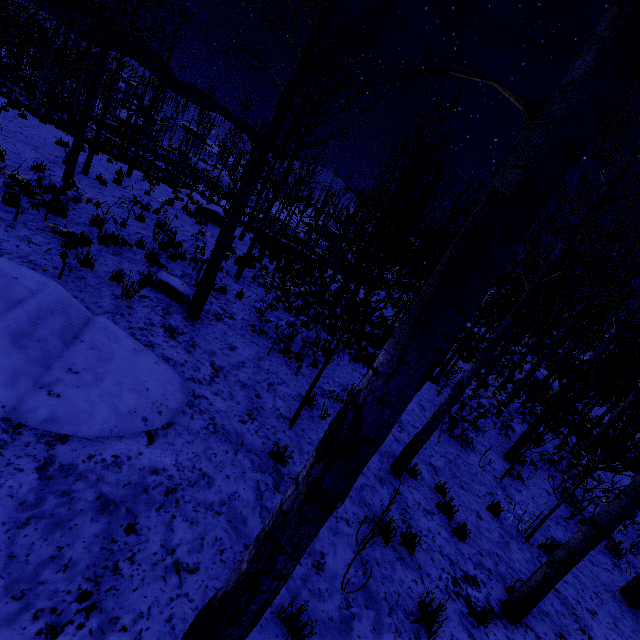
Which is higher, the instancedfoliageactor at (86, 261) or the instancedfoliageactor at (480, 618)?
the instancedfoliageactor at (86, 261)

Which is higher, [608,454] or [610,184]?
[610,184]

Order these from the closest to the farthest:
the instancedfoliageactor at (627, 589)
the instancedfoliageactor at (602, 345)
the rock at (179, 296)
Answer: the instancedfoliageactor at (602, 345), the instancedfoliageactor at (627, 589), the rock at (179, 296)

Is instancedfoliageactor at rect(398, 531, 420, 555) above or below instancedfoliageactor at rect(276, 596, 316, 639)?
below

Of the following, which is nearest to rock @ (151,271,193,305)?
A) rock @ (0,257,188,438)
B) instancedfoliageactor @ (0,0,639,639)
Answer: instancedfoliageactor @ (0,0,639,639)

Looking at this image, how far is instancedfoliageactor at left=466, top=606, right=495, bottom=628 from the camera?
4.0m
